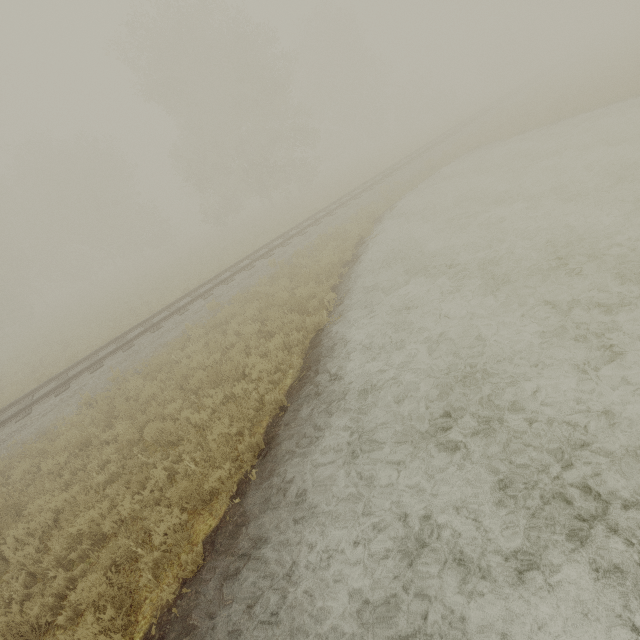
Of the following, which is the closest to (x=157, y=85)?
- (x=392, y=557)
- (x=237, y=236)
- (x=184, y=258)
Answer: (x=237, y=236)
